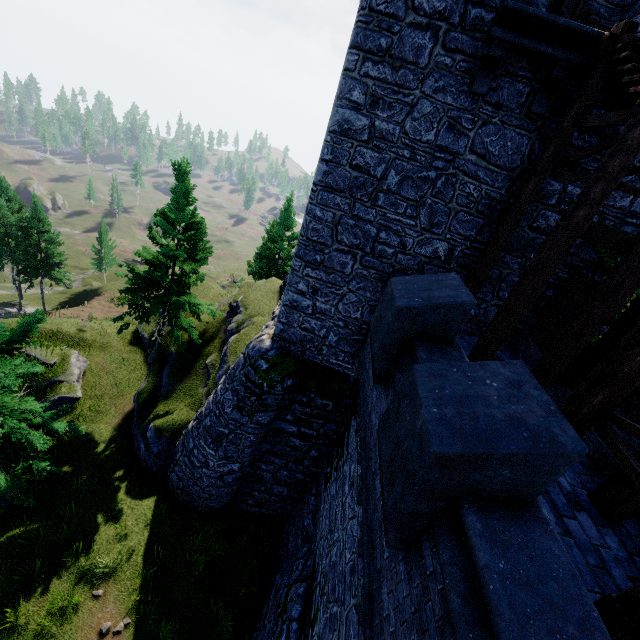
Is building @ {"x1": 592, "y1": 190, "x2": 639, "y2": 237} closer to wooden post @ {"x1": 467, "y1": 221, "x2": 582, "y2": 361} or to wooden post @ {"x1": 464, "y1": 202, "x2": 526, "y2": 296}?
wooden post @ {"x1": 464, "y1": 202, "x2": 526, "y2": 296}

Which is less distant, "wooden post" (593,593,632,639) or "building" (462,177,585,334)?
"wooden post" (593,593,632,639)

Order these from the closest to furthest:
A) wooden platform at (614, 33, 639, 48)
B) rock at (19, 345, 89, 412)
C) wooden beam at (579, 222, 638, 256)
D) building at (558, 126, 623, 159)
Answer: wooden platform at (614, 33, 639, 48) → wooden beam at (579, 222, 638, 256) → building at (558, 126, 623, 159) → rock at (19, 345, 89, 412)

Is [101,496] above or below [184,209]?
below

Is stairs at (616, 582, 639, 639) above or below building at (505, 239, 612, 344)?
below

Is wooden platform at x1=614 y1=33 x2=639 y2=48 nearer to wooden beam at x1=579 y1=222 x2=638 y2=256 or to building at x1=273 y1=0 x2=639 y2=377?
building at x1=273 y1=0 x2=639 y2=377

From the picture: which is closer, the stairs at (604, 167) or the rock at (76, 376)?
the stairs at (604, 167)

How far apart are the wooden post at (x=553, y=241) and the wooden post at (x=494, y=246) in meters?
1.5 m
